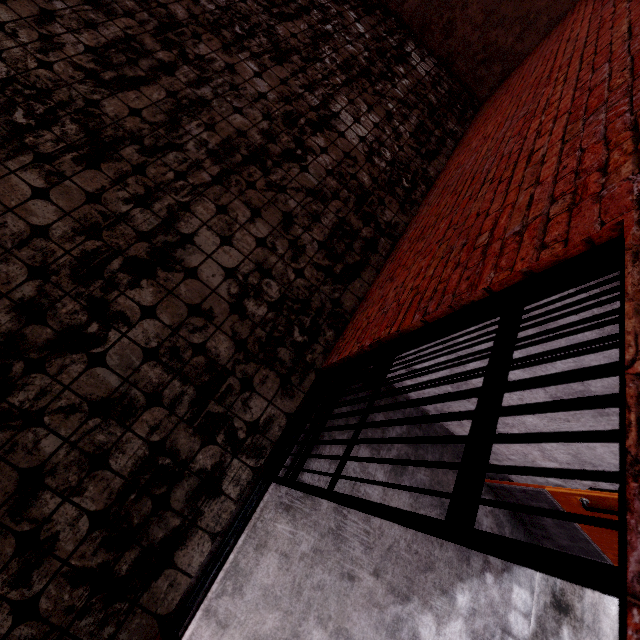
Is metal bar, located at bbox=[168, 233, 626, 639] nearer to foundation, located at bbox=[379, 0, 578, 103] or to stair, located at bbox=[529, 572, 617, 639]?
stair, located at bbox=[529, 572, 617, 639]

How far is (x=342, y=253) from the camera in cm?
369

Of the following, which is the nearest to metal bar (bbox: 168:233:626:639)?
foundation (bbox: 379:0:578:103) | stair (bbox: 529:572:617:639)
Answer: stair (bbox: 529:572:617:639)

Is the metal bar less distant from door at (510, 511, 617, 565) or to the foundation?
door at (510, 511, 617, 565)

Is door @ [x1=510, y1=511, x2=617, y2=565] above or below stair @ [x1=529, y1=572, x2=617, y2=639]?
above

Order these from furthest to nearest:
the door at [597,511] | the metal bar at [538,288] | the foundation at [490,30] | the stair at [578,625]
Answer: the foundation at [490,30], the stair at [578,625], the door at [597,511], the metal bar at [538,288]

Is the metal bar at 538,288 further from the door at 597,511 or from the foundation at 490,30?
the foundation at 490,30

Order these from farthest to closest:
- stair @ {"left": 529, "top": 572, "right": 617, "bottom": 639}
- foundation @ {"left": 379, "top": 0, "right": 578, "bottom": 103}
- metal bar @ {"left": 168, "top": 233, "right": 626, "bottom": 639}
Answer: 1. foundation @ {"left": 379, "top": 0, "right": 578, "bottom": 103}
2. stair @ {"left": 529, "top": 572, "right": 617, "bottom": 639}
3. metal bar @ {"left": 168, "top": 233, "right": 626, "bottom": 639}
